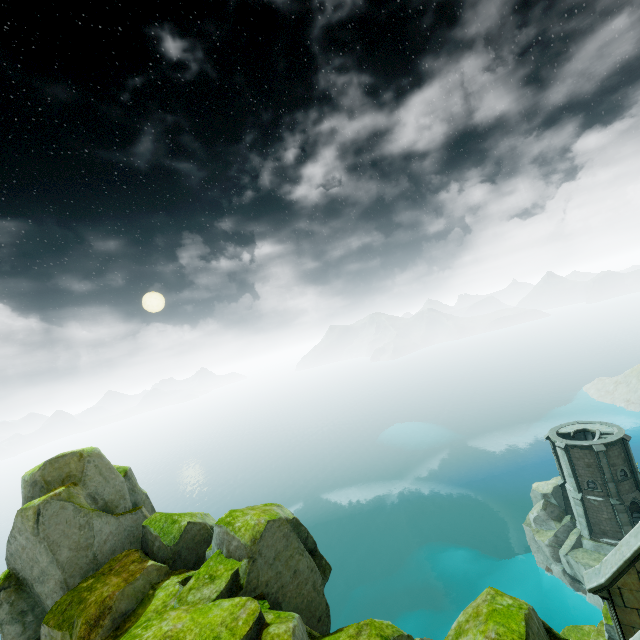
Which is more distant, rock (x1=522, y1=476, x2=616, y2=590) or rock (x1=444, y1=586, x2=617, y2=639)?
rock (x1=522, y1=476, x2=616, y2=590)

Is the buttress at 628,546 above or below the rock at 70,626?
below

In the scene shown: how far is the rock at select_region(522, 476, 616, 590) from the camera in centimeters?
3325cm

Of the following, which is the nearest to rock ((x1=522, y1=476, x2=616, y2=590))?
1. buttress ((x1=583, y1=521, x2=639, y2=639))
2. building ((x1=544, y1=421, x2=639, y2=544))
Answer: building ((x1=544, y1=421, x2=639, y2=544))

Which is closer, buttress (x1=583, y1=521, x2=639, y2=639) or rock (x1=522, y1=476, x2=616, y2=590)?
buttress (x1=583, y1=521, x2=639, y2=639)

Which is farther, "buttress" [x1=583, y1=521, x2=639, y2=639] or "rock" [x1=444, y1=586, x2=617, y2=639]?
"buttress" [x1=583, y1=521, x2=639, y2=639]

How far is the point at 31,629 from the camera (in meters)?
A: 9.45

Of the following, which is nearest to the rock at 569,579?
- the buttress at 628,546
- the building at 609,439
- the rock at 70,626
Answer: the building at 609,439
